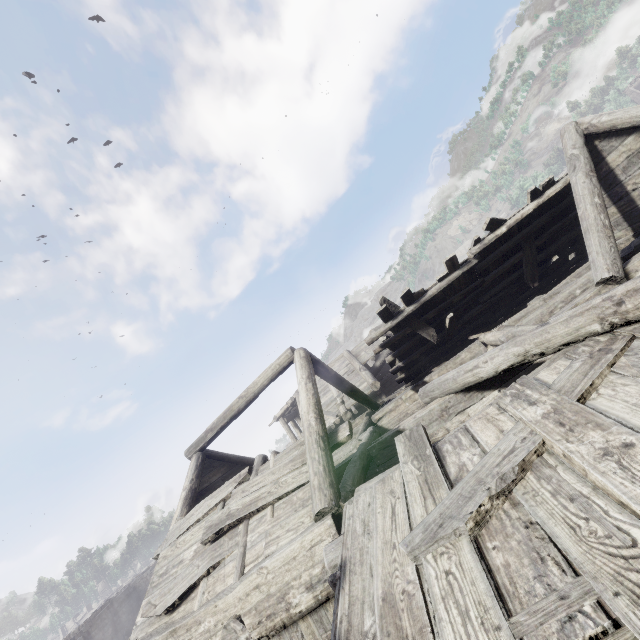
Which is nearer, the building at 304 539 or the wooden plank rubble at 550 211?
the building at 304 539

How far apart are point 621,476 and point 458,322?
9.2m

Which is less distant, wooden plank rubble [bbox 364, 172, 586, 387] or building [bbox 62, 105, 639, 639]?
building [bbox 62, 105, 639, 639]

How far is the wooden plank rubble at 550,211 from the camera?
9.06m

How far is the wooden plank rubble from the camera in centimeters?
906cm
